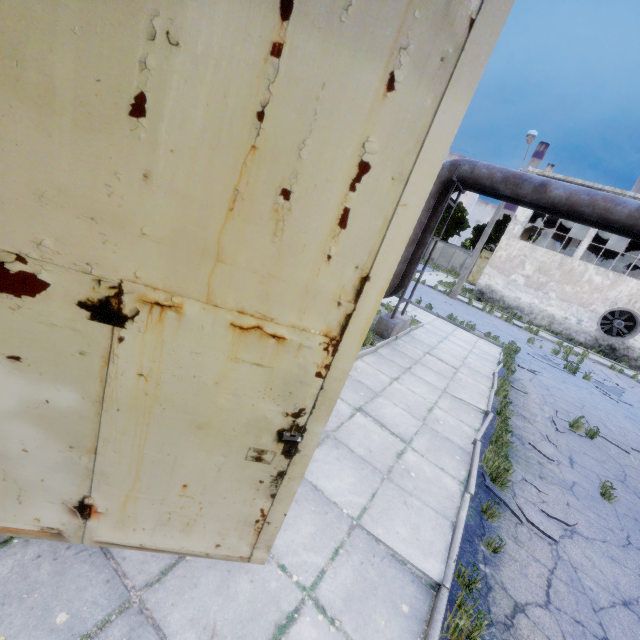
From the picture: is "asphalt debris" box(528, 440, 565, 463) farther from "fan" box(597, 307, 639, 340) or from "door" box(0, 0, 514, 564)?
"fan" box(597, 307, 639, 340)

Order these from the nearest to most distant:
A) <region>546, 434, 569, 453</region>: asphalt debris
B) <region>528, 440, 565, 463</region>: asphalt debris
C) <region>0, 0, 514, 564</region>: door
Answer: <region>0, 0, 514, 564</region>: door
<region>528, 440, 565, 463</region>: asphalt debris
<region>546, 434, 569, 453</region>: asphalt debris

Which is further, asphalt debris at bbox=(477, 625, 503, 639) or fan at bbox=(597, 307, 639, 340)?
fan at bbox=(597, 307, 639, 340)

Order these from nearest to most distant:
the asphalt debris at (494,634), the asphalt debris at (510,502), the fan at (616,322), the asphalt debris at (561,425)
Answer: the asphalt debris at (494,634) → the asphalt debris at (510,502) → the asphalt debris at (561,425) → the fan at (616,322)

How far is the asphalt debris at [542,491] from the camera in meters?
5.0

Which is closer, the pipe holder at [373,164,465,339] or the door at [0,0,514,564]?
the door at [0,0,514,564]

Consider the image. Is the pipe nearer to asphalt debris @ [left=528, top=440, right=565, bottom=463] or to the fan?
asphalt debris @ [left=528, top=440, right=565, bottom=463]

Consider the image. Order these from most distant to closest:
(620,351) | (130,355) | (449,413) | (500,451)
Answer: (620,351) → (449,413) → (500,451) → (130,355)
